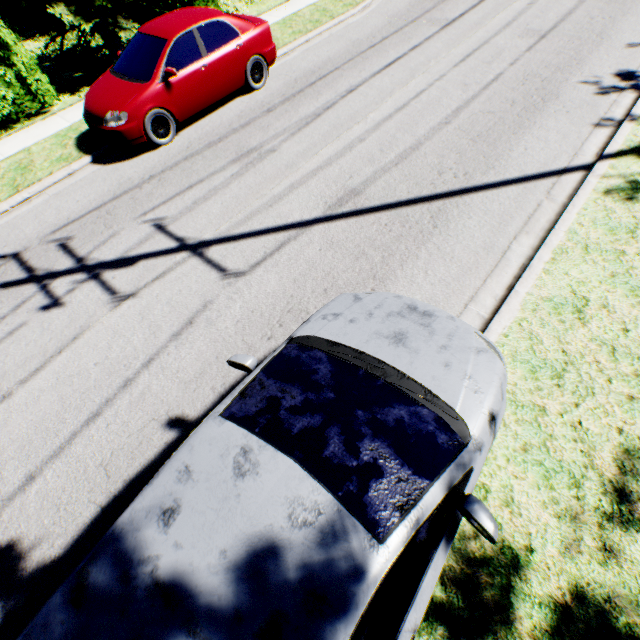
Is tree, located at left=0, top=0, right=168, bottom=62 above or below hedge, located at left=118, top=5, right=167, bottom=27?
above

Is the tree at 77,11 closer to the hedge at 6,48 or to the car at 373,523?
the hedge at 6,48

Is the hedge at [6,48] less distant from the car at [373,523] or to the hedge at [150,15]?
the hedge at [150,15]

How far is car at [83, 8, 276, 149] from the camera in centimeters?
668cm

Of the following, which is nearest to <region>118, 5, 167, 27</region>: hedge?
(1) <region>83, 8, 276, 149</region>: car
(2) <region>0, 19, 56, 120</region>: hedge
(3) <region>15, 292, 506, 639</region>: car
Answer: (1) <region>83, 8, 276, 149</region>: car

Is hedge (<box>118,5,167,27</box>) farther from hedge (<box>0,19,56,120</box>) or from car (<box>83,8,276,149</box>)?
hedge (<box>0,19,56,120</box>)

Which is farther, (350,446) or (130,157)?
(130,157)

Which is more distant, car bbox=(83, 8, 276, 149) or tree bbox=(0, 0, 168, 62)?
tree bbox=(0, 0, 168, 62)
